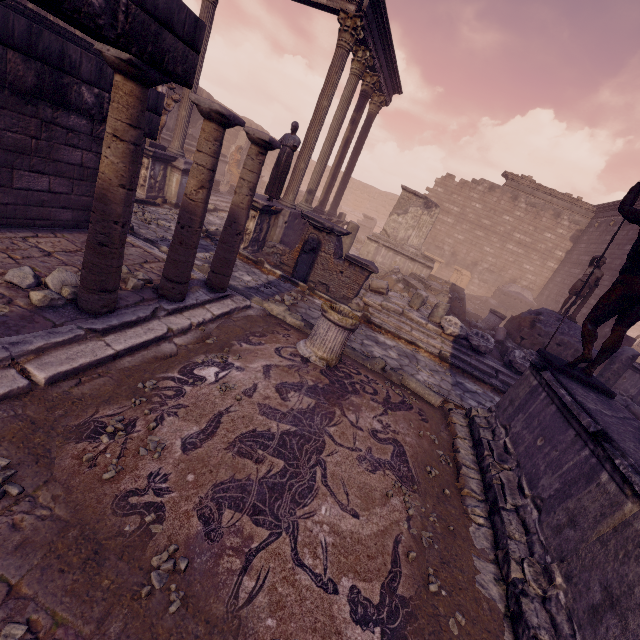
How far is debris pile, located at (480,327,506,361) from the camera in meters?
10.5

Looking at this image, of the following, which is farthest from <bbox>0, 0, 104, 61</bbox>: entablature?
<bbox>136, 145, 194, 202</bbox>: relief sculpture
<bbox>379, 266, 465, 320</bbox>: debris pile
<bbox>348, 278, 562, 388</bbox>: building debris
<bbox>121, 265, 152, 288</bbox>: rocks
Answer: <bbox>379, 266, 465, 320</bbox>: debris pile

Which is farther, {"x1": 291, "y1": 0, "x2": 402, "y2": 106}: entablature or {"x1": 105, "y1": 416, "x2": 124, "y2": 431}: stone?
{"x1": 291, "y1": 0, "x2": 402, "y2": 106}: entablature

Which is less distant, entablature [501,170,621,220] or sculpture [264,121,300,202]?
sculpture [264,121,300,202]

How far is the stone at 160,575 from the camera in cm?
190

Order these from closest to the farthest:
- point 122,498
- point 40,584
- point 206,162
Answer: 1. point 40,584
2. point 122,498
3. point 206,162

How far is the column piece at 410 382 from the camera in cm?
585

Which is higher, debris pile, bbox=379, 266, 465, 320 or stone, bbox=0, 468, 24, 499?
debris pile, bbox=379, 266, 465, 320
